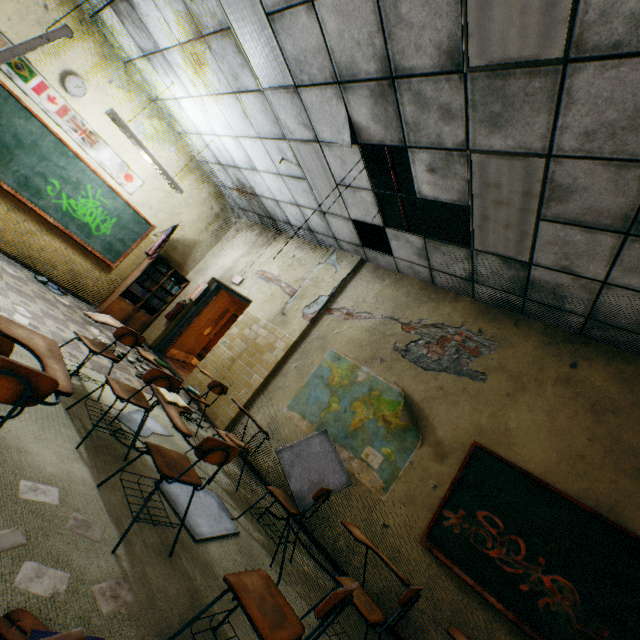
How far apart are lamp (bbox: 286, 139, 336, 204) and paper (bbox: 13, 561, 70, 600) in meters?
4.5

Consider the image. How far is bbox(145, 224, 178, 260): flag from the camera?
6.9 meters

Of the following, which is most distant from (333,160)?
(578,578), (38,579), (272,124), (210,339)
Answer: (210,339)

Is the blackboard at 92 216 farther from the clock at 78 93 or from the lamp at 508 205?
the lamp at 508 205

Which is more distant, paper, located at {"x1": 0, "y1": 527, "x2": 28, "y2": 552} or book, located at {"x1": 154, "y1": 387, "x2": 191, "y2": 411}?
book, located at {"x1": 154, "y1": 387, "x2": 191, "y2": 411}

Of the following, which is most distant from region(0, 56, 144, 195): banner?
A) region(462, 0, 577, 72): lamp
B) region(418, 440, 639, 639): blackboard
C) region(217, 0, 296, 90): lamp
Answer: region(418, 440, 639, 639): blackboard

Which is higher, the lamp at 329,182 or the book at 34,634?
the lamp at 329,182

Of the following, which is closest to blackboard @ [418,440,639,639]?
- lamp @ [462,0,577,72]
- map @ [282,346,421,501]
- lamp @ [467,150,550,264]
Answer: map @ [282,346,421,501]
